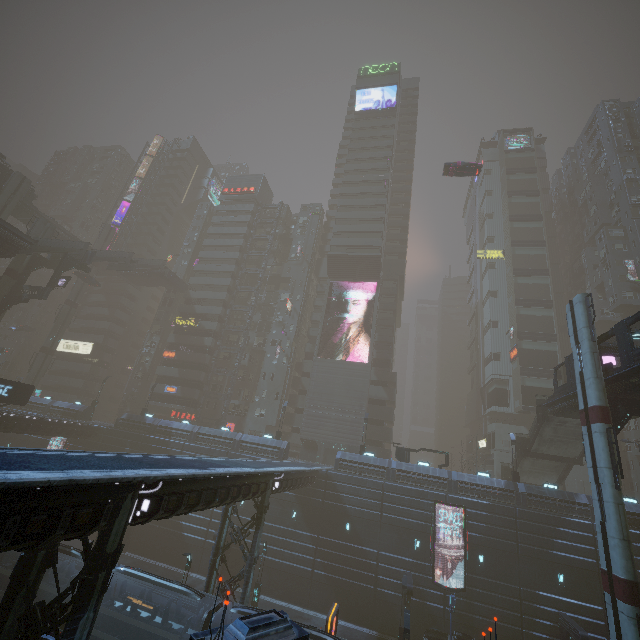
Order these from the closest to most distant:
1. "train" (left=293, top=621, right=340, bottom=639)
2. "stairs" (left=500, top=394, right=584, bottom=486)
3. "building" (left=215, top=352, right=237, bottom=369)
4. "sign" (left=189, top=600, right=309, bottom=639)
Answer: "sign" (left=189, top=600, right=309, bottom=639)
"train" (left=293, top=621, right=340, bottom=639)
"stairs" (left=500, top=394, right=584, bottom=486)
"building" (left=215, top=352, right=237, bottom=369)

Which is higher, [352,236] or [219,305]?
[352,236]

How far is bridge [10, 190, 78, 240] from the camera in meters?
51.4

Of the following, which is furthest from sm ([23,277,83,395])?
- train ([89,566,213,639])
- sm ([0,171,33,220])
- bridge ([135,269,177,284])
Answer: train ([89,566,213,639])

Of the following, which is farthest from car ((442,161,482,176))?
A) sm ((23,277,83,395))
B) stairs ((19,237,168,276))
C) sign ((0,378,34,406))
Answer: sign ((0,378,34,406))

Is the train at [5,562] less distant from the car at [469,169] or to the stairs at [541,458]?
the stairs at [541,458]

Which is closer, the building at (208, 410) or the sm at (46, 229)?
the sm at (46, 229)

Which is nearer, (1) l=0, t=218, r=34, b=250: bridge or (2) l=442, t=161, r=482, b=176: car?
(1) l=0, t=218, r=34, b=250: bridge
